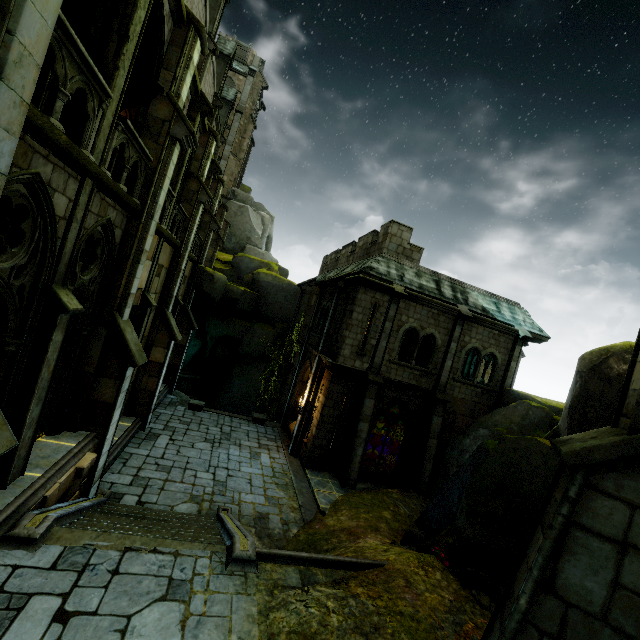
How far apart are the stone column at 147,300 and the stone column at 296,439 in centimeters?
801cm

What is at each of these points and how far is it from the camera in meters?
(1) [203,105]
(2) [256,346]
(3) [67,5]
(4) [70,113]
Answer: (1) stone column, 12.1 m
(2) rock, 26.0 m
(3) archway, 7.9 m
(4) archway, 5.9 m

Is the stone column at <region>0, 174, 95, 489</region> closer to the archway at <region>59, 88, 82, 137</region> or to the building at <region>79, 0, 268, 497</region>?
the archway at <region>59, 88, 82, 137</region>

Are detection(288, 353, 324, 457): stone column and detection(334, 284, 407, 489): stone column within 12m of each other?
yes

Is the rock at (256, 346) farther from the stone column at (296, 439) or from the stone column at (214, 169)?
the stone column at (296, 439)

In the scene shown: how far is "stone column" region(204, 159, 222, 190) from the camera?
17.8m

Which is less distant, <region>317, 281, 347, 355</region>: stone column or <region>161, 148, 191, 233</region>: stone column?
<region>161, 148, 191, 233</region>: stone column

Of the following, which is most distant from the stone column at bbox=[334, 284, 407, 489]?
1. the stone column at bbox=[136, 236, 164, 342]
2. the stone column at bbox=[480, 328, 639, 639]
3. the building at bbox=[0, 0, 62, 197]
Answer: the stone column at bbox=[480, 328, 639, 639]
